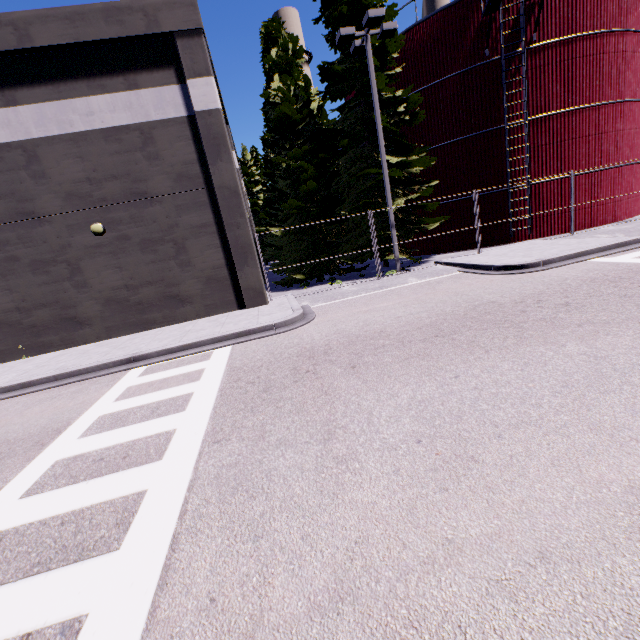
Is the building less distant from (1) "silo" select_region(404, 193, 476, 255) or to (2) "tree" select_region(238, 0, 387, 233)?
(1) "silo" select_region(404, 193, 476, 255)

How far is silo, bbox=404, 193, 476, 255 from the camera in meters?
18.5 m

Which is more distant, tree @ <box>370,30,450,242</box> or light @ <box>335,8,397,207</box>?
tree @ <box>370,30,450,242</box>

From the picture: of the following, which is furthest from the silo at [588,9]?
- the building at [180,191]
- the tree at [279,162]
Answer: the tree at [279,162]

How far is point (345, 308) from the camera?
11.2 meters

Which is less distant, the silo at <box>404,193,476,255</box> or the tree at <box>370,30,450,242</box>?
the tree at <box>370,30,450,242</box>

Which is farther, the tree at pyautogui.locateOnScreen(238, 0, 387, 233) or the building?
the tree at pyautogui.locateOnScreen(238, 0, 387, 233)

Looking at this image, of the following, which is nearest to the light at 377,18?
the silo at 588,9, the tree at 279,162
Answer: the tree at 279,162
